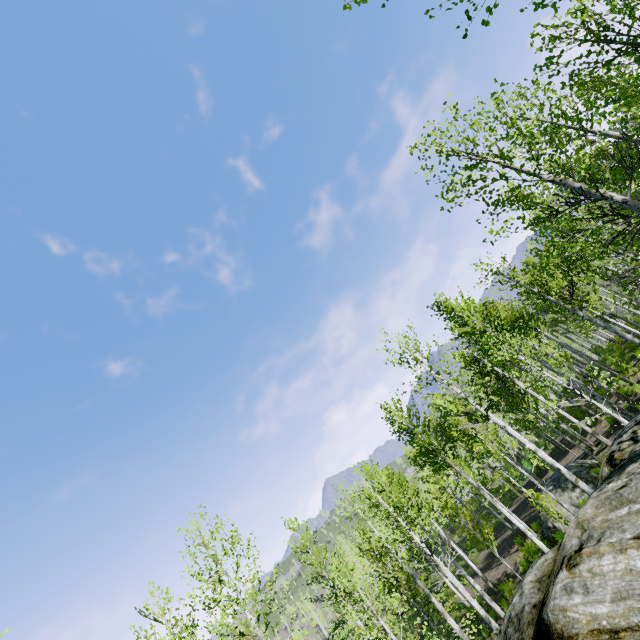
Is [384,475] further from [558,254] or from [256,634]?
[558,254]
